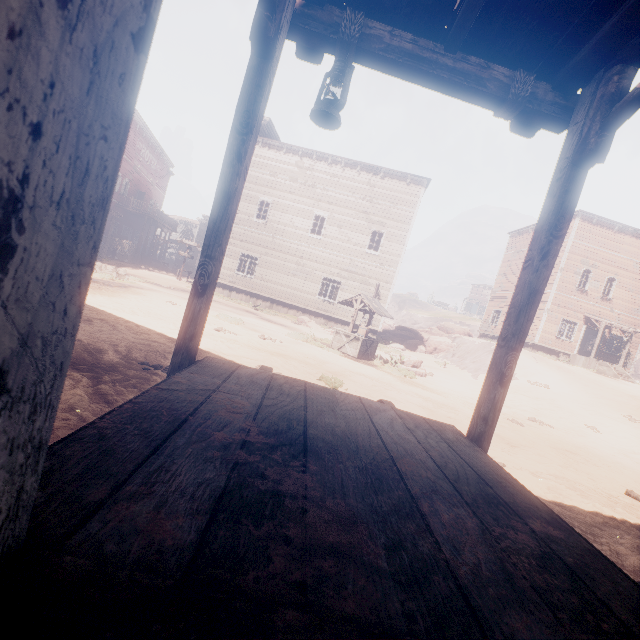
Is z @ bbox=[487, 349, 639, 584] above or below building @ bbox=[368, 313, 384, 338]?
below

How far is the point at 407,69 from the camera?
2.3 meters

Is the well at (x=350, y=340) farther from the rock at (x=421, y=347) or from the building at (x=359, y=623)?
the rock at (x=421, y=347)

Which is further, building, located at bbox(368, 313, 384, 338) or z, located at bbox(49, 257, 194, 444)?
building, located at bbox(368, 313, 384, 338)

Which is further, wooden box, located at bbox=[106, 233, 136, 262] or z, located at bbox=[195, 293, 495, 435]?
wooden box, located at bbox=[106, 233, 136, 262]

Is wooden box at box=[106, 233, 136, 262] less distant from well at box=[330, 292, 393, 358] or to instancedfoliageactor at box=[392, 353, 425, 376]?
well at box=[330, 292, 393, 358]

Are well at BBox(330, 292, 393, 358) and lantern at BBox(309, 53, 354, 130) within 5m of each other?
no

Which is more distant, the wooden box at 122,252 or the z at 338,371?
the wooden box at 122,252
